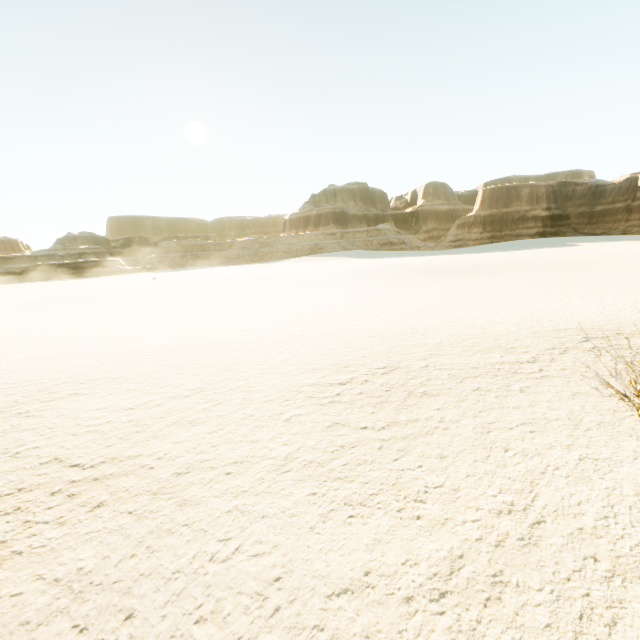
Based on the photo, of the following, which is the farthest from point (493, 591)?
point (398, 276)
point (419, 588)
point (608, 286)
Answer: point (398, 276)
